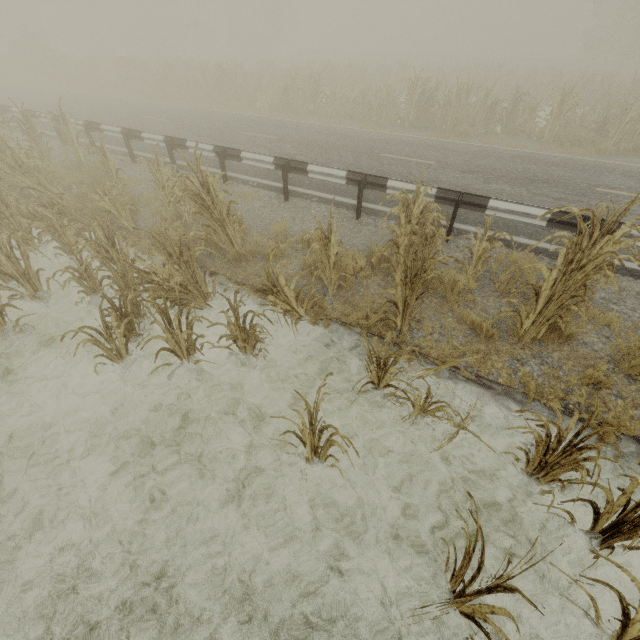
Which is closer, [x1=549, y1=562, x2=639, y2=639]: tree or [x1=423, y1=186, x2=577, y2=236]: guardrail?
[x1=549, y1=562, x2=639, y2=639]: tree

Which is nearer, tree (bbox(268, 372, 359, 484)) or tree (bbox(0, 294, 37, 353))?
tree (bbox(268, 372, 359, 484))

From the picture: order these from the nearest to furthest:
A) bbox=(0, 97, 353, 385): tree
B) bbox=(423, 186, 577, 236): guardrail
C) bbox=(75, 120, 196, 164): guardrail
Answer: bbox=(0, 97, 353, 385): tree, bbox=(423, 186, 577, 236): guardrail, bbox=(75, 120, 196, 164): guardrail

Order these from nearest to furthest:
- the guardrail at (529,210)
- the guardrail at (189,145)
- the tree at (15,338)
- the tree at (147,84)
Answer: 1. the tree at (15,338)
2. the guardrail at (529,210)
3. the guardrail at (189,145)
4. the tree at (147,84)

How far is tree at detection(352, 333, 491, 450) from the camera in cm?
332

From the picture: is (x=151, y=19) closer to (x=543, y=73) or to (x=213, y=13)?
(x=213, y=13)

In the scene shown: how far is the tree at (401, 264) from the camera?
3.74m
